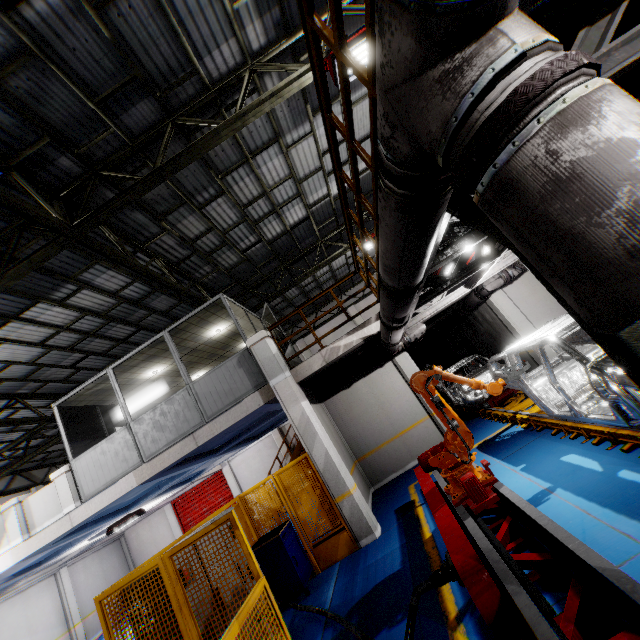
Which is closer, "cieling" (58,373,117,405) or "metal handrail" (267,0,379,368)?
"metal handrail" (267,0,379,368)

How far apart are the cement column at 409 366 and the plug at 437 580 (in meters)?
7.25

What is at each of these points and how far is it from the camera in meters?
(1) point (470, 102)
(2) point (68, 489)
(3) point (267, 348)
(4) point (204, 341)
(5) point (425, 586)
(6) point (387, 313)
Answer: (1) vent pipe, 1.1
(2) cement column, 8.7
(3) cement column, 8.2
(4) cieling, 11.2
(5) cable, 3.5
(6) vent pipe, 4.8

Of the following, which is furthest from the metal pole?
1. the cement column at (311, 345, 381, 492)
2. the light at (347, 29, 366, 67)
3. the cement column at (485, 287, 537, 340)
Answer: the cement column at (485, 287, 537, 340)

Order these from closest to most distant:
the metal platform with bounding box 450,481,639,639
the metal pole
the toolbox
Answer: the metal pole, the metal platform with bounding box 450,481,639,639, the toolbox

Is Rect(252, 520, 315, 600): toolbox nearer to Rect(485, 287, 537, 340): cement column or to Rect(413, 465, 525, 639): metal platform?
Rect(413, 465, 525, 639): metal platform

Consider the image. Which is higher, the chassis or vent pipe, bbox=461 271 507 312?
vent pipe, bbox=461 271 507 312

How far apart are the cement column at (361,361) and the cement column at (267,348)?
3.23m
